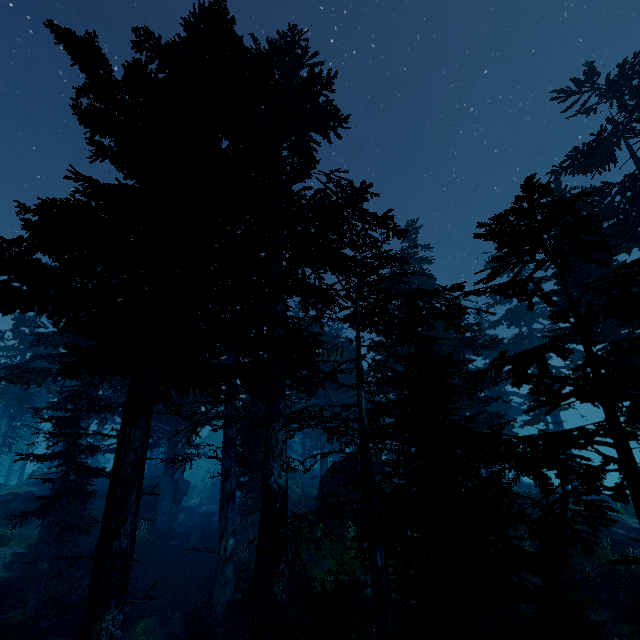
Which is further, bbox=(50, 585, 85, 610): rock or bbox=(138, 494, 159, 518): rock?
bbox=(138, 494, 159, 518): rock

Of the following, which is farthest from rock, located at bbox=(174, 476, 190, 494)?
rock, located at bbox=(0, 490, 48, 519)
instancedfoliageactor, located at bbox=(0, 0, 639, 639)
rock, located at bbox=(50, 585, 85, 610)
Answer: rock, located at bbox=(50, 585, 85, 610)

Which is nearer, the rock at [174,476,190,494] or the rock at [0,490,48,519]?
the rock at [0,490,48,519]

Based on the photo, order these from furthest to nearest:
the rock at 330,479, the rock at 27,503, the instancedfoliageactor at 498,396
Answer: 1. the rock at 27,503
2. the rock at 330,479
3. the instancedfoliageactor at 498,396

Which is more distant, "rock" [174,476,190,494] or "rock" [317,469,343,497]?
"rock" [174,476,190,494]

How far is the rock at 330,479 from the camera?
20.59m

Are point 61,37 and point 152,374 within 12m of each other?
yes

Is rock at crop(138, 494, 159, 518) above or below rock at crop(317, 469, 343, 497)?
below
